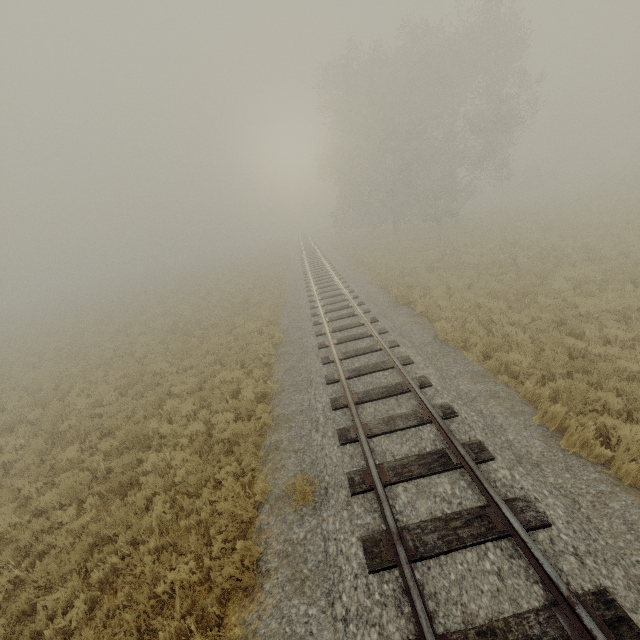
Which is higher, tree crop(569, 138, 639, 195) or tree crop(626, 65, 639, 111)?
tree crop(626, 65, 639, 111)

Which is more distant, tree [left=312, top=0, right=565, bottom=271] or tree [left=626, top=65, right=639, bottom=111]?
tree [left=626, top=65, right=639, bottom=111]

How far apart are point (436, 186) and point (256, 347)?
28.7 meters

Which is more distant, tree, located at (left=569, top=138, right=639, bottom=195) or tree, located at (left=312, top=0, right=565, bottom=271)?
tree, located at (left=569, top=138, right=639, bottom=195)

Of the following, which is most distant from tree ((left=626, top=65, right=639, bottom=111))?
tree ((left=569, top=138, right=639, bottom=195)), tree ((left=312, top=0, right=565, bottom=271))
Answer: tree ((left=312, top=0, right=565, bottom=271))

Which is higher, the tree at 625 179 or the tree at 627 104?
the tree at 627 104

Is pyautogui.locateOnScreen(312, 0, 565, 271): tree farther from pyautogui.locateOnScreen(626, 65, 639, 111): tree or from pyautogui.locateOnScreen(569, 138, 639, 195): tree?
pyautogui.locateOnScreen(626, 65, 639, 111): tree

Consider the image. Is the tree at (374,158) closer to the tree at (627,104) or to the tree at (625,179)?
the tree at (625,179)
